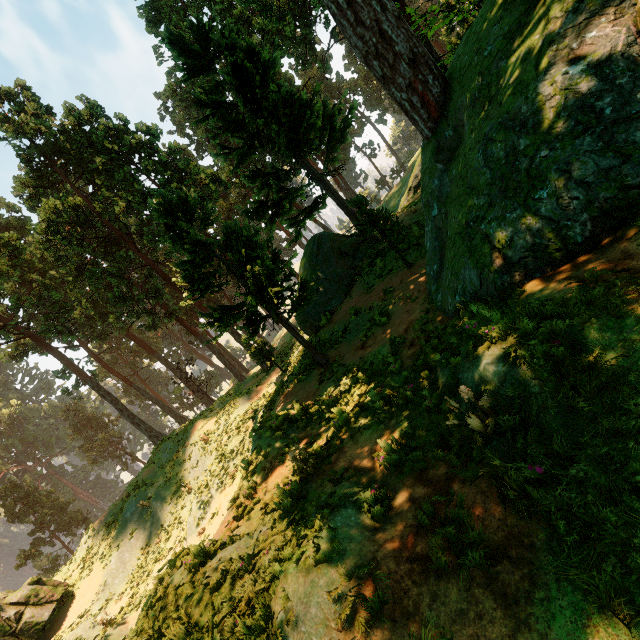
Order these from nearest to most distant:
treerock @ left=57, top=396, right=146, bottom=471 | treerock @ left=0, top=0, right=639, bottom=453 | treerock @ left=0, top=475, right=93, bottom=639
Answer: treerock @ left=0, top=0, right=639, bottom=453
treerock @ left=0, top=475, right=93, bottom=639
treerock @ left=57, top=396, right=146, bottom=471

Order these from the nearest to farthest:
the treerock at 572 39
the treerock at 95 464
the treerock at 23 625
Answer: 1. the treerock at 572 39
2. the treerock at 23 625
3. the treerock at 95 464

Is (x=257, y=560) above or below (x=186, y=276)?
below

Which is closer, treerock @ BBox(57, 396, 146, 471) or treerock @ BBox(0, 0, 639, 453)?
treerock @ BBox(0, 0, 639, 453)

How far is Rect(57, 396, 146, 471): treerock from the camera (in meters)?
55.12

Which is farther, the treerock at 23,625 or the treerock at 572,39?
the treerock at 23,625
